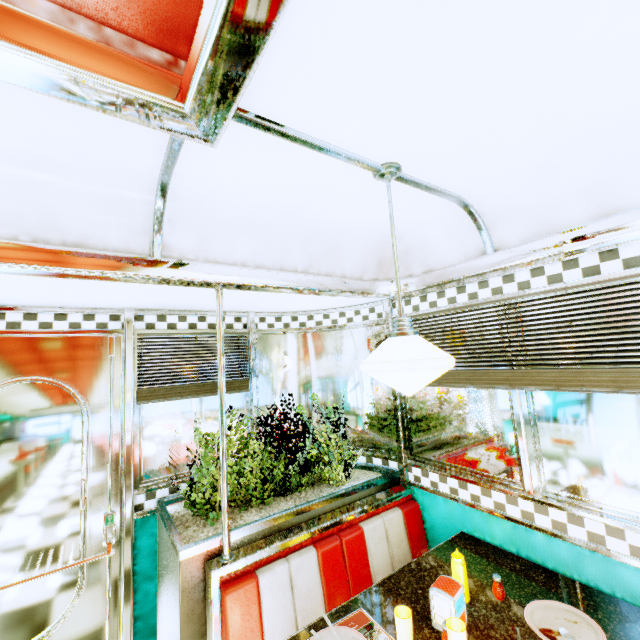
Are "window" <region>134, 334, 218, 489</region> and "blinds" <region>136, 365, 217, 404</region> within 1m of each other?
yes

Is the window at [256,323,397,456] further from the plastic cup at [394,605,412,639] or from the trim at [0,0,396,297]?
the plastic cup at [394,605,412,639]

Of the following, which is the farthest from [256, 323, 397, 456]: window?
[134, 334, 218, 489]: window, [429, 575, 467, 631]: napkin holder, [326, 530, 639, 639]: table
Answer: [429, 575, 467, 631]: napkin holder

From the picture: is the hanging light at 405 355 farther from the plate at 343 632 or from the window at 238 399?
the window at 238 399

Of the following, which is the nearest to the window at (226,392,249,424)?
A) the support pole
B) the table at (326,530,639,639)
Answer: the support pole

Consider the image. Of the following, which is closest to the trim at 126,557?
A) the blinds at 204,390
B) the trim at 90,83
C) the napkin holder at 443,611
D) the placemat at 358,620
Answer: the blinds at 204,390

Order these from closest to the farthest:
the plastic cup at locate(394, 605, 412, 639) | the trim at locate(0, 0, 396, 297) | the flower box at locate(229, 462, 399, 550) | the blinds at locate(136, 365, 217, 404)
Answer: the trim at locate(0, 0, 396, 297)
the plastic cup at locate(394, 605, 412, 639)
the flower box at locate(229, 462, 399, 550)
the blinds at locate(136, 365, 217, 404)

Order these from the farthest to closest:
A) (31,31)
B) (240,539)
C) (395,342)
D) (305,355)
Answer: (305,355) → (240,539) → (395,342) → (31,31)
